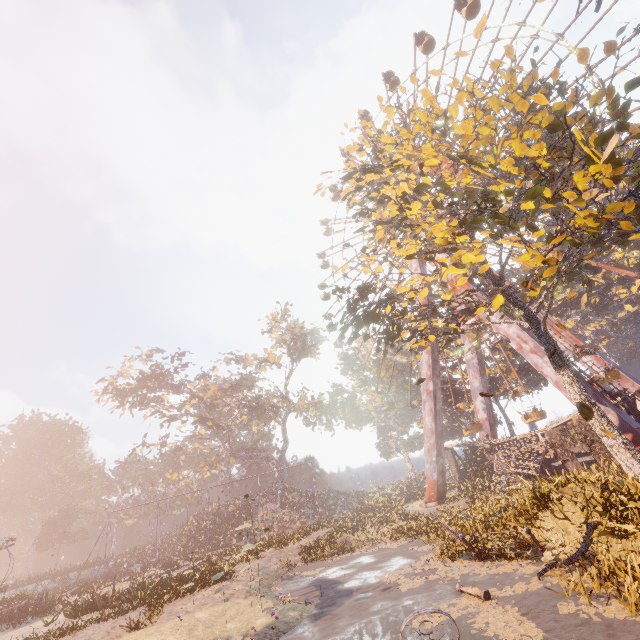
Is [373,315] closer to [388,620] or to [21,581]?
[388,620]

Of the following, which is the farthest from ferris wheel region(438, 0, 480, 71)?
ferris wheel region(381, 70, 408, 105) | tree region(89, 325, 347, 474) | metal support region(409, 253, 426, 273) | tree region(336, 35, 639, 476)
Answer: tree region(89, 325, 347, 474)

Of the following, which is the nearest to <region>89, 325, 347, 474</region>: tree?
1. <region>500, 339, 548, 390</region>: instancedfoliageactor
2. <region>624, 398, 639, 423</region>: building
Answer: A: <region>500, 339, 548, 390</region>: instancedfoliageactor

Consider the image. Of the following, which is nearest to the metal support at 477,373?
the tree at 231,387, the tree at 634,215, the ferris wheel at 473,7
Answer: the tree at 634,215

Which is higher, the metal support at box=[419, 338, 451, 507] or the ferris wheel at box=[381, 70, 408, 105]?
the ferris wheel at box=[381, 70, 408, 105]

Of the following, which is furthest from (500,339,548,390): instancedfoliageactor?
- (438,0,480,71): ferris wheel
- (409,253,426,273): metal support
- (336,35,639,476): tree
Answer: (438,0,480,71): ferris wheel

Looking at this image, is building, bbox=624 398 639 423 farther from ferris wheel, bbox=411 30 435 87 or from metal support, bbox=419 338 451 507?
ferris wheel, bbox=411 30 435 87

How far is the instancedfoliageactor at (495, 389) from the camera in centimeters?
3525cm
